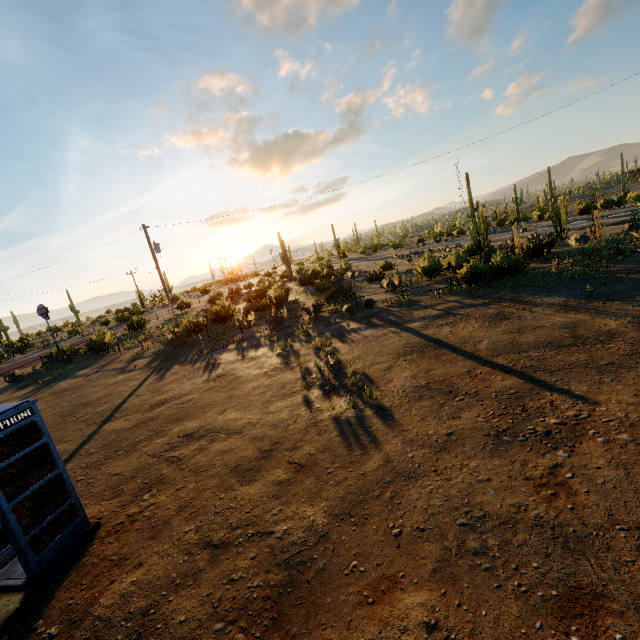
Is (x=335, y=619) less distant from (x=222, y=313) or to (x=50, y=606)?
(x=50, y=606)
